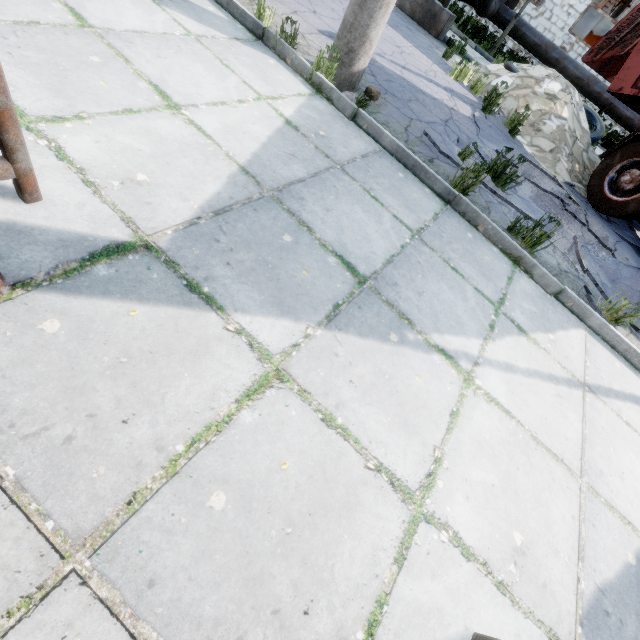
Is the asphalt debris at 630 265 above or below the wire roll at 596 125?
below

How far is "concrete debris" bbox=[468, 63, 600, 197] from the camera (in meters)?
6.73

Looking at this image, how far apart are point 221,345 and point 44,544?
0.91m

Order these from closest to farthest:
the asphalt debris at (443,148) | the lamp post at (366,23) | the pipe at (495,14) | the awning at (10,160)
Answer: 1. the awning at (10,160)
2. the lamp post at (366,23)
3. the asphalt debris at (443,148)
4. the pipe at (495,14)

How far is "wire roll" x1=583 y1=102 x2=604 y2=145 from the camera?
8.2 meters

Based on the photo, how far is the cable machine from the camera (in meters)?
16.12

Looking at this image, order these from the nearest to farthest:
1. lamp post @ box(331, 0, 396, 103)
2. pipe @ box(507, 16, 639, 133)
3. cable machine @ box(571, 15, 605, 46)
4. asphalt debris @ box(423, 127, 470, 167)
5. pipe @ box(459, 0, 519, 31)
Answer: lamp post @ box(331, 0, 396, 103), asphalt debris @ box(423, 127, 470, 167), pipe @ box(459, 0, 519, 31), pipe @ box(507, 16, 639, 133), cable machine @ box(571, 15, 605, 46)

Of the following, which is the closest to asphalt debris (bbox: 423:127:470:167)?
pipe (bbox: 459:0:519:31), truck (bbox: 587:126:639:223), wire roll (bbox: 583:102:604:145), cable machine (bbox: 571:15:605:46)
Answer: truck (bbox: 587:126:639:223)
